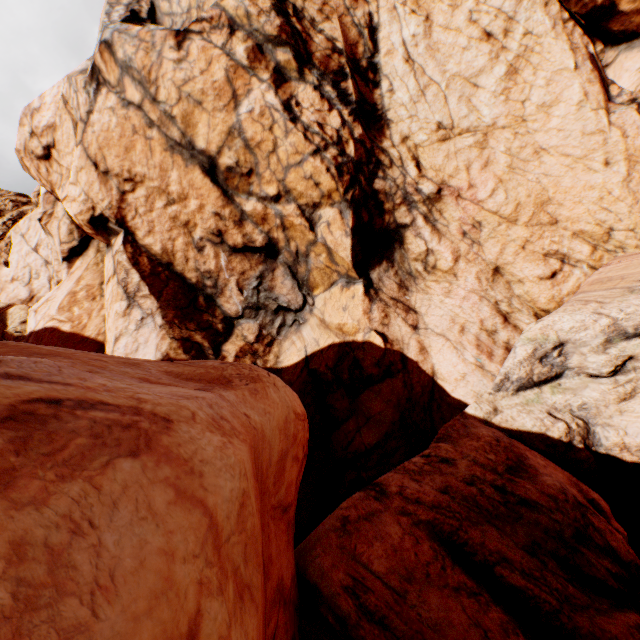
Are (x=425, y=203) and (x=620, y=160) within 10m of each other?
yes
